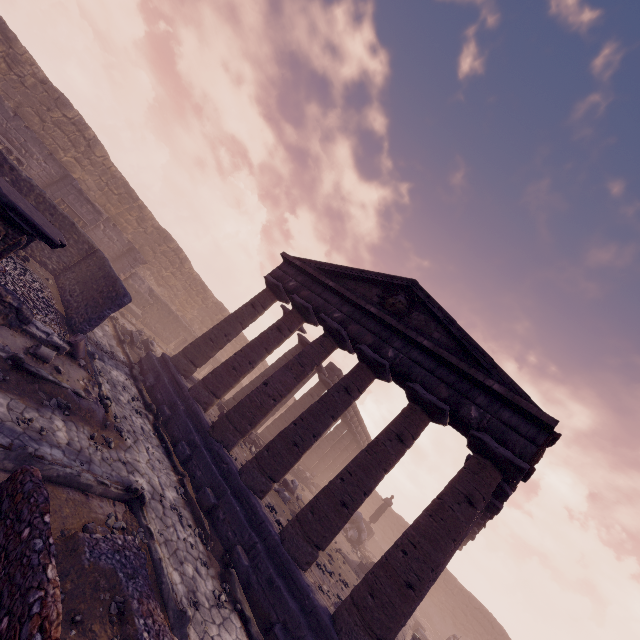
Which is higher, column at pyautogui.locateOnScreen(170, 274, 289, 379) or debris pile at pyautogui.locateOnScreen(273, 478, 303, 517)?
column at pyautogui.locateOnScreen(170, 274, 289, 379)

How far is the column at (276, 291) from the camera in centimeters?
1295cm

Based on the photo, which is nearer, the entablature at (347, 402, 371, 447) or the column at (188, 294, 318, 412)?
the column at (188, 294, 318, 412)

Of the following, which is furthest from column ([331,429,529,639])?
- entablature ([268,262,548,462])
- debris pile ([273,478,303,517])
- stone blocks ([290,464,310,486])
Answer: stone blocks ([290,464,310,486])

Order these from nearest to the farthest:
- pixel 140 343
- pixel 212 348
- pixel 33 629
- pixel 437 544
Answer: pixel 33 629, pixel 437 544, pixel 212 348, pixel 140 343

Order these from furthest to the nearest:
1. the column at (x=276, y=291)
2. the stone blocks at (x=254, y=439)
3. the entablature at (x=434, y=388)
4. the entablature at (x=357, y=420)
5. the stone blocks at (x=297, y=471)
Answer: the entablature at (x=357, y=420) < the stone blocks at (x=297, y=471) < the stone blocks at (x=254, y=439) < the column at (x=276, y=291) < the entablature at (x=434, y=388)

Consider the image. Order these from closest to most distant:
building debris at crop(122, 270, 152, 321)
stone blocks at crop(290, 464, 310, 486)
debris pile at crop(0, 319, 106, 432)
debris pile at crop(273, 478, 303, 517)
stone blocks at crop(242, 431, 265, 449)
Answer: debris pile at crop(0, 319, 106, 432), debris pile at crop(273, 478, 303, 517), stone blocks at crop(242, 431, 265, 449), building debris at crop(122, 270, 152, 321), stone blocks at crop(290, 464, 310, 486)

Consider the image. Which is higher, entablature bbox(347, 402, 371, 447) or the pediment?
the pediment
